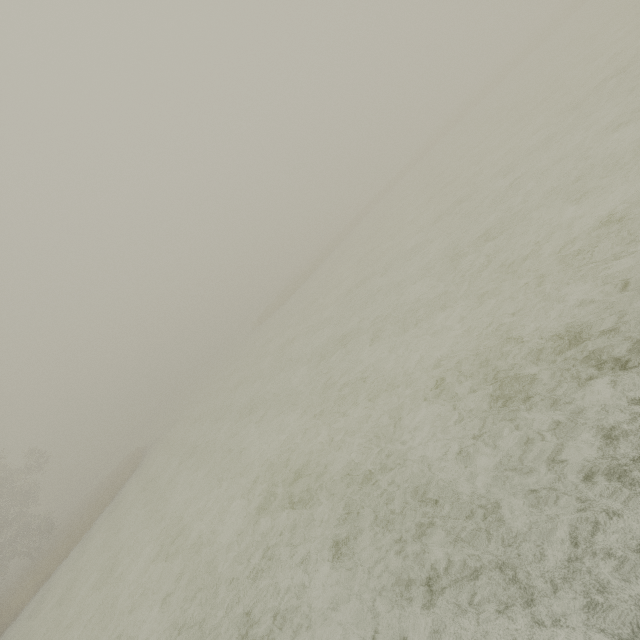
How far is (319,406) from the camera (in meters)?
9.09
